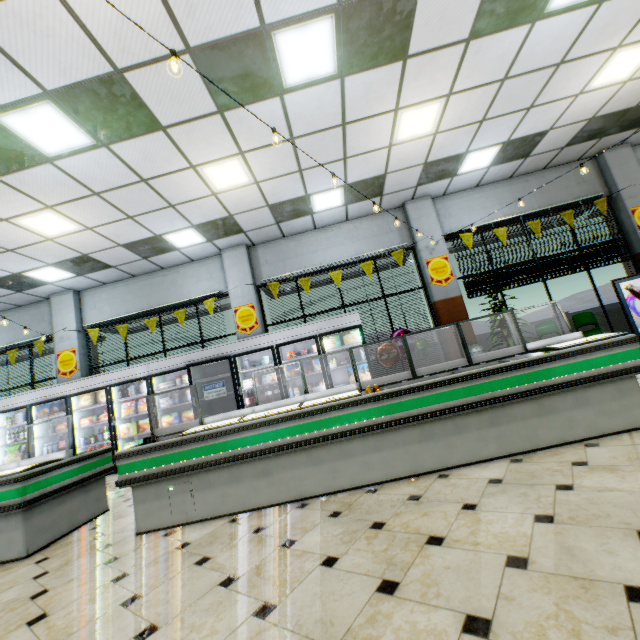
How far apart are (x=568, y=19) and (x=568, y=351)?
4.8 meters

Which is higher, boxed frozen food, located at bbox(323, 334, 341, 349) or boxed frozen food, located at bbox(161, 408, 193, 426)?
boxed frozen food, located at bbox(323, 334, 341, 349)

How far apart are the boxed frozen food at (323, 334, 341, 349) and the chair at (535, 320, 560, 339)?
4.6m

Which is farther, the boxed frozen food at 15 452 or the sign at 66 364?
the sign at 66 364

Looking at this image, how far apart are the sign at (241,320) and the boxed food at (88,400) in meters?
3.6 m

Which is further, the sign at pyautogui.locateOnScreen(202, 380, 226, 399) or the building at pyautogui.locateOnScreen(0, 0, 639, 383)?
the sign at pyautogui.locateOnScreen(202, 380, 226, 399)

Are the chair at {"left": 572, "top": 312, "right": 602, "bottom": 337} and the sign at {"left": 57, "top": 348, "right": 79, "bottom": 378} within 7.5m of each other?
no

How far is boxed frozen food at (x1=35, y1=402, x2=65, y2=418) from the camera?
7.67m
